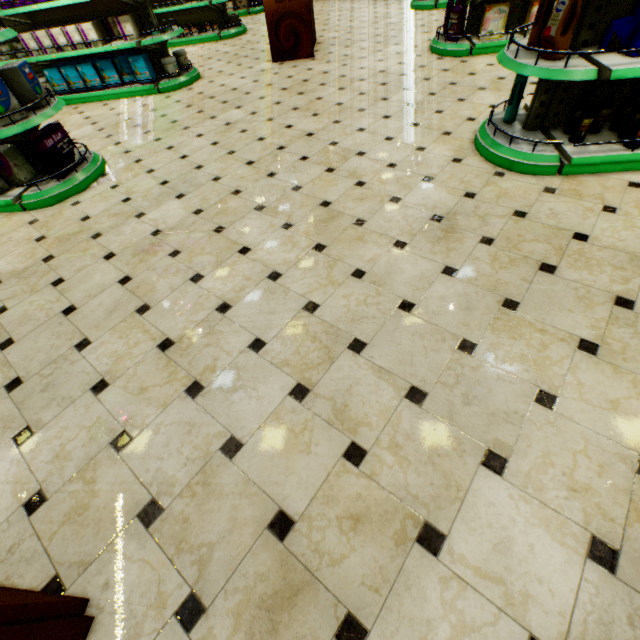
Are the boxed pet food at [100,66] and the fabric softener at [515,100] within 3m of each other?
no

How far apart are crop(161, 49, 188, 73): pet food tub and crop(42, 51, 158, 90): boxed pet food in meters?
0.2

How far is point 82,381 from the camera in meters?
2.0

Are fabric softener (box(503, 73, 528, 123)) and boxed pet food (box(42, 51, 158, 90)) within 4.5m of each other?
no

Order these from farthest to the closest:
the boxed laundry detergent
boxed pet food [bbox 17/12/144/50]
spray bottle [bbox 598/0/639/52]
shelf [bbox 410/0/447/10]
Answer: shelf [bbox 410/0/447/10] < boxed pet food [bbox 17/12/144/50] < the boxed laundry detergent < spray bottle [bbox 598/0/639/52]

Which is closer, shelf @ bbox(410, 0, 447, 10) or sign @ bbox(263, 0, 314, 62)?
sign @ bbox(263, 0, 314, 62)

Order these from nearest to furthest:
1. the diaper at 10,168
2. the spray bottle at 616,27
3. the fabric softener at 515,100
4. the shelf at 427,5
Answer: the spray bottle at 616,27
the fabric softener at 515,100
the diaper at 10,168
the shelf at 427,5

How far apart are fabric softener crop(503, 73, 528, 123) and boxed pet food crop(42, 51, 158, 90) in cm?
595
